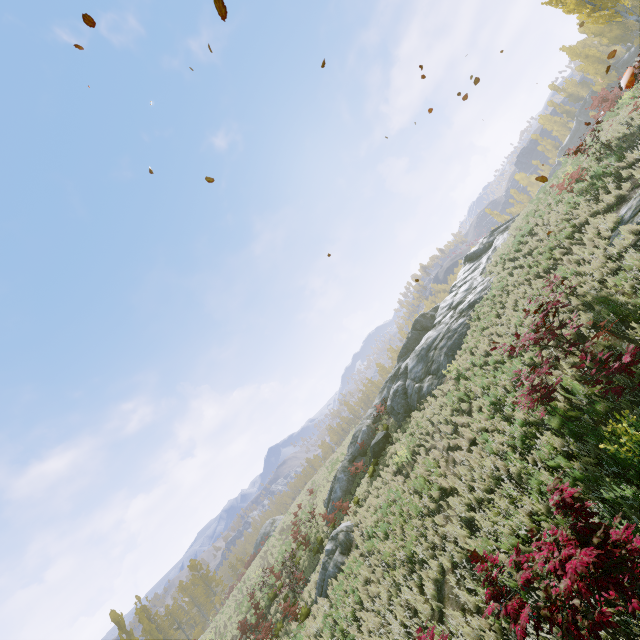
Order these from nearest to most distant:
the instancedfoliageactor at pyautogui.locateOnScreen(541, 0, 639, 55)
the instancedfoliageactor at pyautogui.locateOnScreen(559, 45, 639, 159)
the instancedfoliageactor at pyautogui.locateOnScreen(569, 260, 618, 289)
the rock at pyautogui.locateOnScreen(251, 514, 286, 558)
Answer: the instancedfoliageactor at pyautogui.locateOnScreen(569, 260, 618, 289), the instancedfoliageactor at pyautogui.locateOnScreen(559, 45, 639, 159), the instancedfoliageactor at pyautogui.locateOnScreen(541, 0, 639, 55), the rock at pyautogui.locateOnScreen(251, 514, 286, 558)

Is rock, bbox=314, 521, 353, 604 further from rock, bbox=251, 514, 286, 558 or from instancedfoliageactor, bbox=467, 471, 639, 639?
rock, bbox=251, 514, 286, 558

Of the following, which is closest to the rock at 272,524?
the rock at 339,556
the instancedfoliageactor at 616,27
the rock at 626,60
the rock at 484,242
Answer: the instancedfoliageactor at 616,27

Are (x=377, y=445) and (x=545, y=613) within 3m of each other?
no

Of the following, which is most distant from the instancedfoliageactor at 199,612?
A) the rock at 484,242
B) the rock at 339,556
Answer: the rock at 339,556

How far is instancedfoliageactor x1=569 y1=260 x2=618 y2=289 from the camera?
9.18m

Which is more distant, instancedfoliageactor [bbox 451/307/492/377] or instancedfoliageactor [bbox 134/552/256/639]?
instancedfoliageactor [bbox 134/552/256/639]

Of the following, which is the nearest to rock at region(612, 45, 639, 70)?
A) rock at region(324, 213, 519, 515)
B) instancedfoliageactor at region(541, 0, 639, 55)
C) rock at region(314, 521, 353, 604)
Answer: instancedfoliageactor at region(541, 0, 639, 55)
